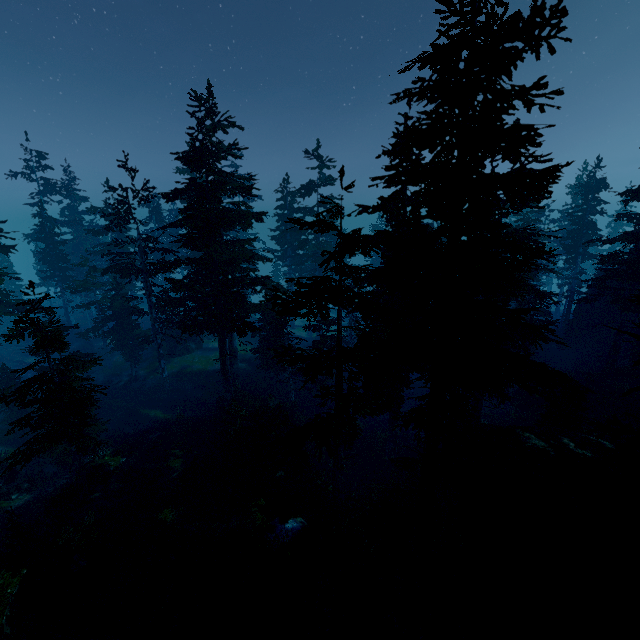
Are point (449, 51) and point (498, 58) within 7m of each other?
yes

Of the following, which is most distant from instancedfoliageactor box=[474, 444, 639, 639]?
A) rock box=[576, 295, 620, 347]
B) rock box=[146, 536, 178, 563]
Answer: rock box=[146, 536, 178, 563]

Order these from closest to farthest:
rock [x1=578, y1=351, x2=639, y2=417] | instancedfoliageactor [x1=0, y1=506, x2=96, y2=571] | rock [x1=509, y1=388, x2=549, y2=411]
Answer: instancedfoliageactor [x1=0, y1=506, x2=96, y2=571] → rock [x1=578, y1=351, x2=639, y2=417] → rock [x1=509, y1=388, x2=549, y2=411]

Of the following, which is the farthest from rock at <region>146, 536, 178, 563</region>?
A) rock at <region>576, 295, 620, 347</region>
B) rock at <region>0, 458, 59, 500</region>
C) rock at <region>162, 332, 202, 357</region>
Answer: rock at <region>162, 332, 202, 357</region>

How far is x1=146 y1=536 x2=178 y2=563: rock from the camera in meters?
13.4 m

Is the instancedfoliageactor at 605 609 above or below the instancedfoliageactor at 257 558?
above

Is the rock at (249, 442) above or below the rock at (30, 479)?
above

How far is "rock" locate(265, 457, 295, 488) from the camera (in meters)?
20.10
